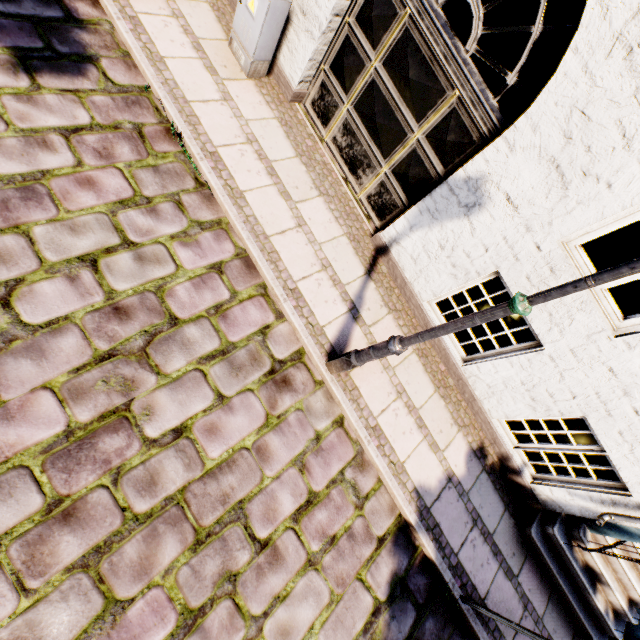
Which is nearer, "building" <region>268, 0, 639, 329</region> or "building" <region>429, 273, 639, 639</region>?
"building" <region>268, 0, 639, 329</region>

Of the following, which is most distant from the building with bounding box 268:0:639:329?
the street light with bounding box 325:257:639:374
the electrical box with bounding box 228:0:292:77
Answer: the street light with bounding box 325:257:639:374

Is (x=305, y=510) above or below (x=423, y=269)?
below

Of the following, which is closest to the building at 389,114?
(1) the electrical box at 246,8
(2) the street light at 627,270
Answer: (1) the electrical box at 246,8

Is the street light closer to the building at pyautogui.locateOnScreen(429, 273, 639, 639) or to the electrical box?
the building at pyautogui.locateOnScreen(429, 273, 639, 639)

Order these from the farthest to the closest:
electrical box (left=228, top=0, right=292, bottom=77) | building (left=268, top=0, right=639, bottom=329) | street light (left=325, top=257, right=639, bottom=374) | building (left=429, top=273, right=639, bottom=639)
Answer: electrical box (left=228, top=0, right=292, bottom=77) < building (left=429, top=273, right=639, bottom=639) < building (left=268, top=0, right=639, bottom=329) < street light (left=325, top=257, right=639, bottom=374)

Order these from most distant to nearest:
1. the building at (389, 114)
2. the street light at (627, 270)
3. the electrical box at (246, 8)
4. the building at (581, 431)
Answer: the electrical box at (246, 8) < the building at (581, 431) < the building at (389, 114) < the street light at (627, 270)

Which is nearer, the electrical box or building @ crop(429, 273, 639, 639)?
building @ crop(429, 273, 639, 639)
